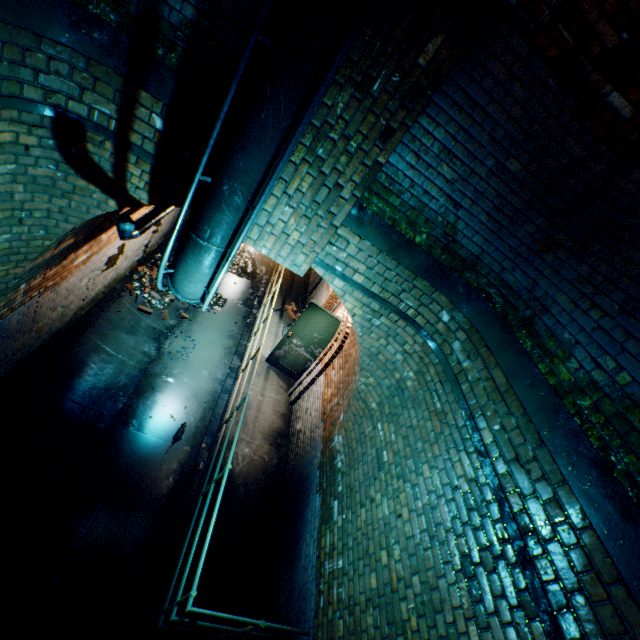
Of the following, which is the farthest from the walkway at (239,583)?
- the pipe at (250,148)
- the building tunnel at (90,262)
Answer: the pipe at (250,148)

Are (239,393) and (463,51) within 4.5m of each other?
no

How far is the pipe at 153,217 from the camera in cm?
276

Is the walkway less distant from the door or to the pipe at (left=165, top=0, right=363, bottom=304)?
the door

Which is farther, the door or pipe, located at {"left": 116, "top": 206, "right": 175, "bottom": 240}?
the door

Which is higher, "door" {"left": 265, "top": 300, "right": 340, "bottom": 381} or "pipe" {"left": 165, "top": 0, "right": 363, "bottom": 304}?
"pipe" {"left": 165, "top": 0, "right": 363, "bottom": 304}

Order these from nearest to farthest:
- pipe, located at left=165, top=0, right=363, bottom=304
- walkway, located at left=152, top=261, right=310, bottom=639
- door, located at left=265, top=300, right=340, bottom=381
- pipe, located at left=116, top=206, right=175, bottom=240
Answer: pipe, located at left=165, top=0, right=363, bottom=304, pipe, located at left=116, top=206, right=175, bottom=240, walkway, located at left=152, top=261, right=310, bottom=639, door, located at left=265, top=300, right=340, bottom=381

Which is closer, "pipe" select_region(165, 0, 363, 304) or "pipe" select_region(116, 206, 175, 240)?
"pipe" select_region(165, 0, 363, 304)
